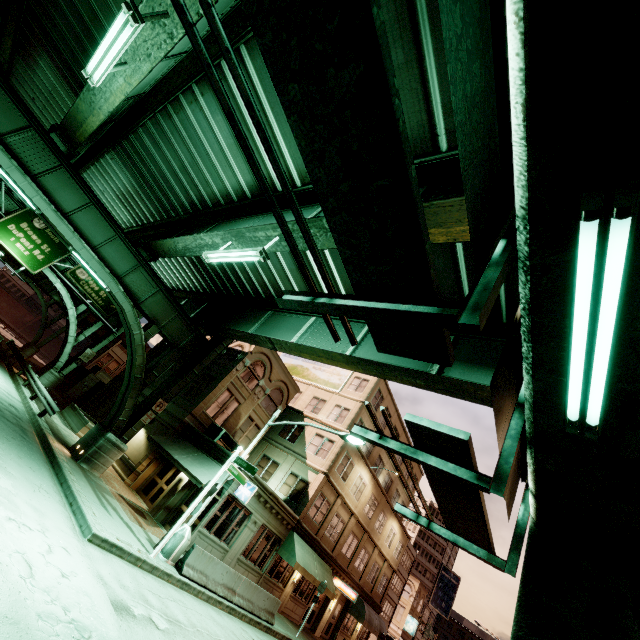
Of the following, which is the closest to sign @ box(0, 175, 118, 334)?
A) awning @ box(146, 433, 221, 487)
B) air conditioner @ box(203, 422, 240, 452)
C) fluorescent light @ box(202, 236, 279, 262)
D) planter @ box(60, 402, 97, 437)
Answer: planter @ box(60, 402, 97, 437)

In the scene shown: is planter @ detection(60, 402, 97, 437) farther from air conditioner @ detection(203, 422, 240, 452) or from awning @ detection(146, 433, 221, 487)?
air conditioner @ detection(203, 422, 240, 452)

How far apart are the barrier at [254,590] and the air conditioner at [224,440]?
7.8 meters

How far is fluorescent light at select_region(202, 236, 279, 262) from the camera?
9.40m

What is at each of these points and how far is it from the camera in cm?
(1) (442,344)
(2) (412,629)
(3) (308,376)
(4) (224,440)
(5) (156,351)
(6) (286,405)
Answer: (1) sign, 279
(2) sign, 5609
(3) sign, 3341
(4) air conditioner, 2198
(5) building, 3250
(6) building, 2945

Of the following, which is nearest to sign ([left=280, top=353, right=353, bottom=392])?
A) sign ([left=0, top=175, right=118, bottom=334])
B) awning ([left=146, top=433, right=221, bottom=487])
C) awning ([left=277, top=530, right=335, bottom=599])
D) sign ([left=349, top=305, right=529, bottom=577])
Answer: awning ([left=277, top=530, right=335, bottom=599])

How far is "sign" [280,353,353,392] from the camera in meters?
31.2

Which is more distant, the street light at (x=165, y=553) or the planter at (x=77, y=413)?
the planter at (x=77, y=413)
